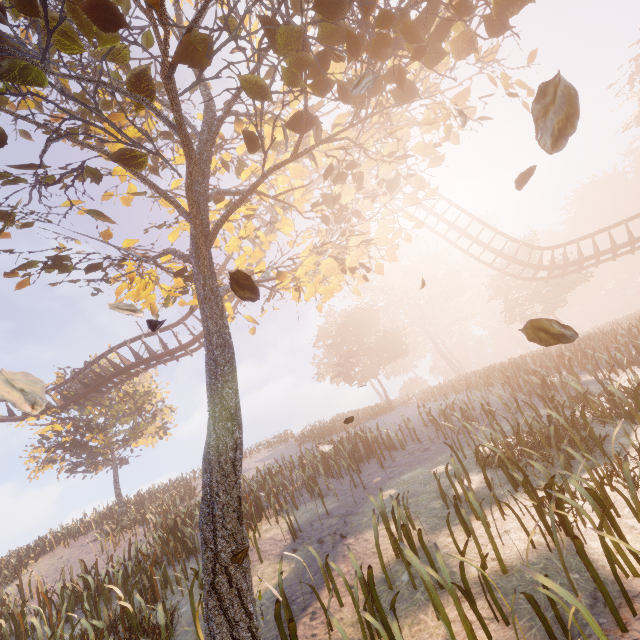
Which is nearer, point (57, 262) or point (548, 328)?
point (548, 328)

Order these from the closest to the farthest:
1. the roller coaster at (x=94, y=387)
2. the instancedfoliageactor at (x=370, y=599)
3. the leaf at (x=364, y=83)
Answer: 1. the leaf at (x=364, y=83)
2. the instancedfoliageactor at (x=370, y=599)
3. the roller coaster at (x=94, y=387)

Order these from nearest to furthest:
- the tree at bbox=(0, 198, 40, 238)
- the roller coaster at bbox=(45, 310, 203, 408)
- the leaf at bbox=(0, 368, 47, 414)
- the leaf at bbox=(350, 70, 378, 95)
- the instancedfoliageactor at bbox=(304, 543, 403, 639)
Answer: the leaf at bbox=(0, 368, 47, 414) → the leaf at bbox=(350, 70, 378, 95) → the instancedfoliageactor at bbox=(304, 543, 403, 639) → the tree at bbox=(0, 198, 40, 238) → the roller coaster at bbox=(45, 310, 203, 408)

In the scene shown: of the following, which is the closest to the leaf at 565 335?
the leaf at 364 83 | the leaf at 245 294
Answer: the leaf at 364 83

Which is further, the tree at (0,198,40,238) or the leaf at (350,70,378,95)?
the tree at (0,198,40,238)

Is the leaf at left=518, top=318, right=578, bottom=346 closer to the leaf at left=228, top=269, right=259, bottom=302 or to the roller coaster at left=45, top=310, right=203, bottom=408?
the leaf at left=228, top=269, right=259, bottom=302

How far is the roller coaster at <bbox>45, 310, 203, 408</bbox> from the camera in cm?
1773

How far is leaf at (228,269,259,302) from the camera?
2.53m
